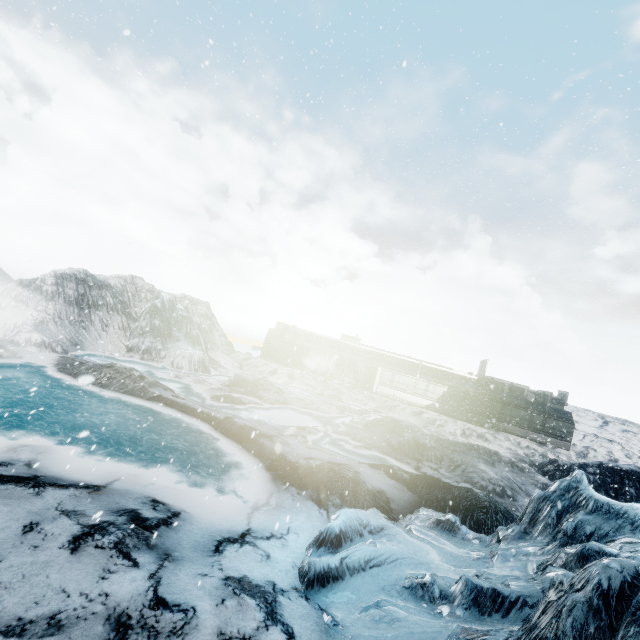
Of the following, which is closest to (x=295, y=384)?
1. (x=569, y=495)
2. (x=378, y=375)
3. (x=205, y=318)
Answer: (x=378, y=375)
